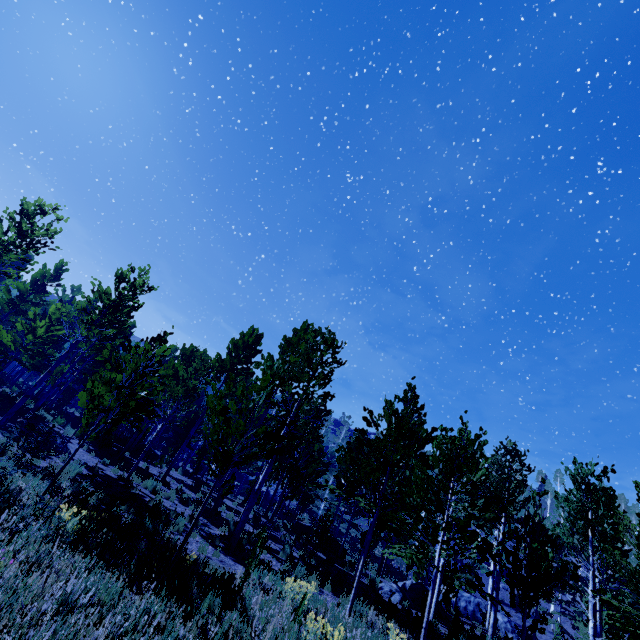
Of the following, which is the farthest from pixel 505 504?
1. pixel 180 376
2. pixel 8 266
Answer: pixel 8 266

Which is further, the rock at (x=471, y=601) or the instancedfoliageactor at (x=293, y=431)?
the rock at (x=471, y=601)

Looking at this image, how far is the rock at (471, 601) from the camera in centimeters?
2588cm

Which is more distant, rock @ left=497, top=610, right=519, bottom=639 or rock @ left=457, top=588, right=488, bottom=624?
rock @ left=457, top=588, right=488, bottom=624

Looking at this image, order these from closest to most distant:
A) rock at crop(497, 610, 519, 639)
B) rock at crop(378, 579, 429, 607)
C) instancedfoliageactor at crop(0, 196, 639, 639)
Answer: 1. instancedfoliageactor at crop(0, 196, 639, 639)
2. rock at crop(378, 579, 429, 607)
3. rock at crop(497, 610, 519, 639)

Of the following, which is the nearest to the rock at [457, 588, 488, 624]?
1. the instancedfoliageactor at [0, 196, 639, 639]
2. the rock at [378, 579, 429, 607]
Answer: the instancedfoliageactor at [0, 196, 639, 639]

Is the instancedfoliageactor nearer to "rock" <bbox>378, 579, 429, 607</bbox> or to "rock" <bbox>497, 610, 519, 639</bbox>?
"rock" <bbox>378, 579, 429, 607</bbox>
